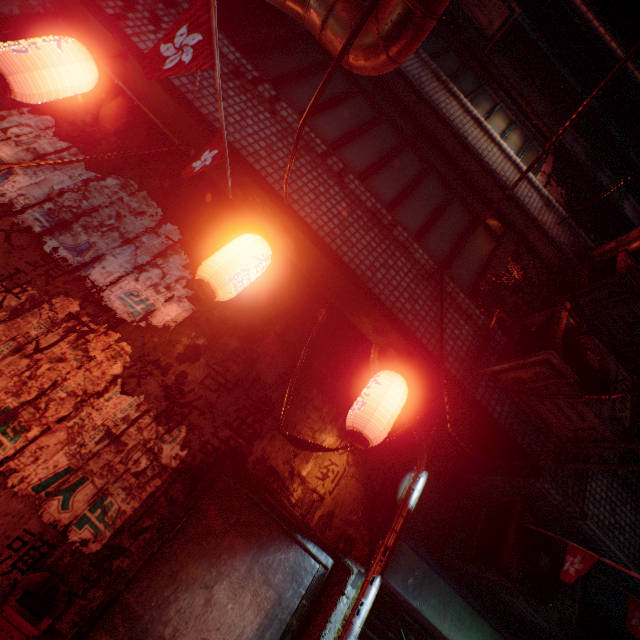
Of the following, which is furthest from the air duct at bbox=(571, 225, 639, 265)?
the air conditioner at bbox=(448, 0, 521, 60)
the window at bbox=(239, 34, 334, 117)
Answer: the air conditioner at bbox=(448, 0, 521, 60)

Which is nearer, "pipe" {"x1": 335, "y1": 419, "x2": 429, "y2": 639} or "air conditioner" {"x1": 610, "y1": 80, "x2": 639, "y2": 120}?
"pipe" {"x1": 335, "y1": 419, "x2": 429, "y2": 639}

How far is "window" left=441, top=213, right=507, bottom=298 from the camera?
3.2m

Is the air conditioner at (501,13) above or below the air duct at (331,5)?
above

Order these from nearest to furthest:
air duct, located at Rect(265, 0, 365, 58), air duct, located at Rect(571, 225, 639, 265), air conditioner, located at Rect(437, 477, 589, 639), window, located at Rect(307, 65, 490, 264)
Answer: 1. air duct, located at Rect(265, 0, 365, 58)
2. air conditioner, located at Rect(437, 477, 589, 639)
3. window, located at Rect(307, 65, 490, 264)
4. air duct, located at Rect(571, 225, 639, 265)

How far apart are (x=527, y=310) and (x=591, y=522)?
2.0 meters

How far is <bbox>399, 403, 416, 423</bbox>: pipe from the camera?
2.3m

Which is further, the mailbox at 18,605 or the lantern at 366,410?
the lantern at 366,410
